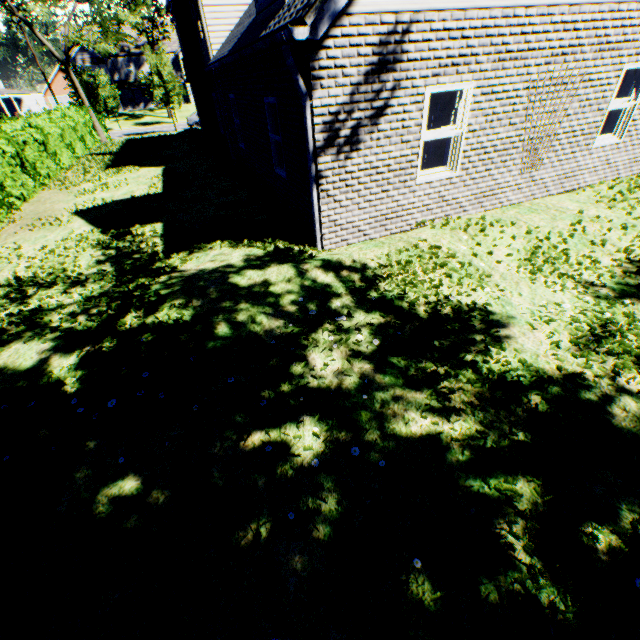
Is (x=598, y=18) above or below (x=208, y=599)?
above

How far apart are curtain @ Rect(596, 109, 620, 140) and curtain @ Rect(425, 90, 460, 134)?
3.9 meters

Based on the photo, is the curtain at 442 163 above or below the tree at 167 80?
below

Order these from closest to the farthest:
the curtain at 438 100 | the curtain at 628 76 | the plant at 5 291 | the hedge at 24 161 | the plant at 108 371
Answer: the plant at 108 371 < the plant at 5 291 < the curtain at 438 100 < the curtain at 628 76 < the hedge at 24 161

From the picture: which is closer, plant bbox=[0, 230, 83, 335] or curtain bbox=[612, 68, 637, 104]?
plant bbox=[0, 230, 83, 335]

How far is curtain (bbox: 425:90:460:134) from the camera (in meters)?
6.05

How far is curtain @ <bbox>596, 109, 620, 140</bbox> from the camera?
7.83m
